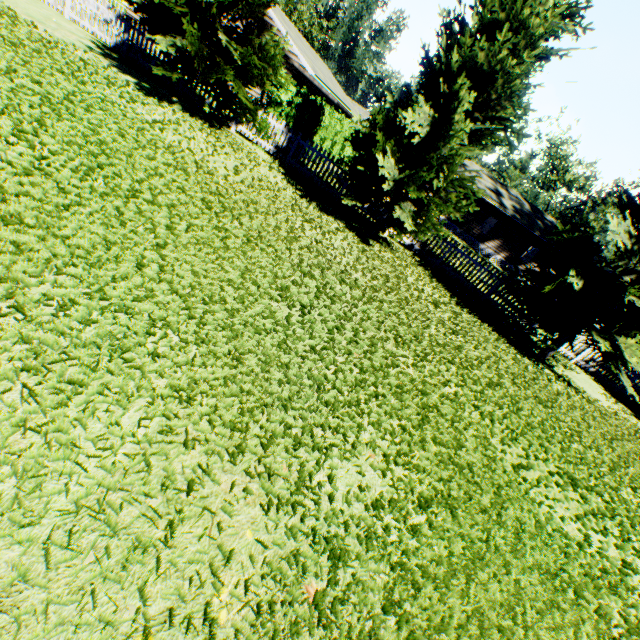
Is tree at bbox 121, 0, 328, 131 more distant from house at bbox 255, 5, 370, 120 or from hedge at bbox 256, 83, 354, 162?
house at bbox 255, 5, 370, 120

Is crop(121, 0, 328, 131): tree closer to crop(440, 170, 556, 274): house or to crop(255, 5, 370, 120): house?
crop(255, 5, 370, 120): house

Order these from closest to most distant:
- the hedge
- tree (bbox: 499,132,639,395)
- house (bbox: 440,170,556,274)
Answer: tree (bbox: 499,132,639,395) < the hedge < house (bbox: 440,170,556,274)

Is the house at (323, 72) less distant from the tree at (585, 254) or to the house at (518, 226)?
the house at (518, 226)

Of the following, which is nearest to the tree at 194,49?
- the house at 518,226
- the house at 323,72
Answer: the house at 323,72

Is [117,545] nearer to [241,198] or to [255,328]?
[255,328]

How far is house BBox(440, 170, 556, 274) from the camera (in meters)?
30.61

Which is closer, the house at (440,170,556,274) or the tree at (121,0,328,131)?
the tree at (121,0,328,131)
